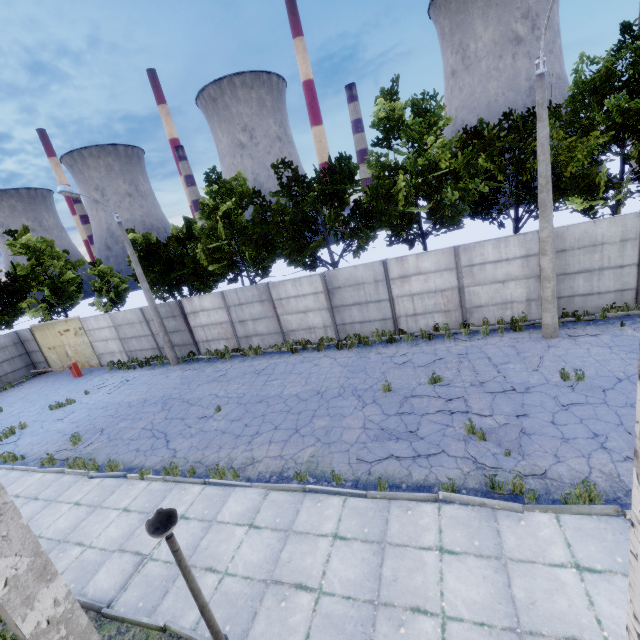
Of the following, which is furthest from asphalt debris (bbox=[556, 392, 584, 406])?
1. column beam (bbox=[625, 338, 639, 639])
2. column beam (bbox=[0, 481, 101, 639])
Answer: column beam (bbox=[0, 481, 101, 639])

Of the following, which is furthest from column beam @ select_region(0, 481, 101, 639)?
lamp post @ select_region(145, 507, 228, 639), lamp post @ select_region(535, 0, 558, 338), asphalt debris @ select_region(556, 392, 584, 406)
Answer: lamp post @ select_region(535, 0, 558, 338)

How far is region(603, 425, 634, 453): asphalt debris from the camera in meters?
6.8

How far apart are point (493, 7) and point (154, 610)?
89.49m

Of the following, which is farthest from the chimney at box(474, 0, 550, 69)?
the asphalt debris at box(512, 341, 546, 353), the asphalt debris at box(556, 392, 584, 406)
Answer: the asphalt debris at box(556, 392, 584, 406)

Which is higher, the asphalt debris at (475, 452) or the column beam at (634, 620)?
the column beam at (634, 620)

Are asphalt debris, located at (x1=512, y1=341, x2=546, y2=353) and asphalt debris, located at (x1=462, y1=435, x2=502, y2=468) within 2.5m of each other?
no

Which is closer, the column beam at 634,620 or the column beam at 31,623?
the column beam at 634,620
